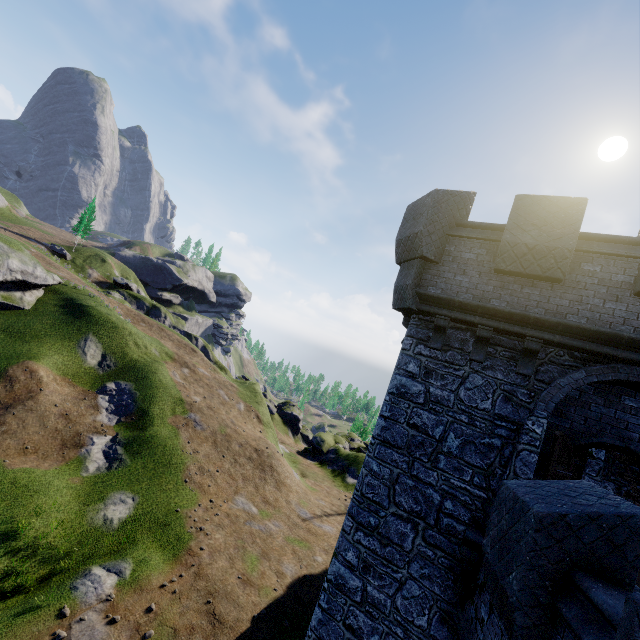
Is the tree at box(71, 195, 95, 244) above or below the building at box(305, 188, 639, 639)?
above

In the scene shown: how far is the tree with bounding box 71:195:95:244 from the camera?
56.53m

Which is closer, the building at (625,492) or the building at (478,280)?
the building at (478,280)

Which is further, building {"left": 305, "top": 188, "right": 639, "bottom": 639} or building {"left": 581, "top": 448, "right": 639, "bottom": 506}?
building {"left": 581, "top": 448, "right": 639, "bottom": 506}

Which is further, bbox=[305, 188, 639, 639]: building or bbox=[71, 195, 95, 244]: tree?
bbox=[71, 195, 95, 244]: tree

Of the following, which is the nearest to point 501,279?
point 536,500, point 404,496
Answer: point 536,500

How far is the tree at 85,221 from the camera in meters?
56.5 m
